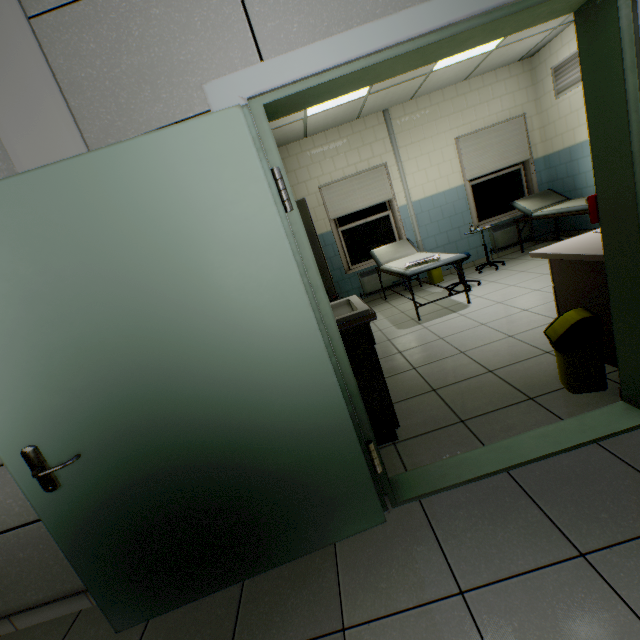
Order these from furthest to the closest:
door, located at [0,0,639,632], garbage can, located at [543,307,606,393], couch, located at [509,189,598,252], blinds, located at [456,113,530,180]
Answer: blinds, located at [456,113,530,180] < couch, located at [509,189,598,252] < garbage can, located at [543,307,606,393] < door, located at [0,0,639,632]

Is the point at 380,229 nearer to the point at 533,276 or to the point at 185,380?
the point at 533,276

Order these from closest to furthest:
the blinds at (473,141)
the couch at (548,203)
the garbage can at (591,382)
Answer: the garbage can at (591,382) < the couch at (548,203) < the blinds at (473,141)

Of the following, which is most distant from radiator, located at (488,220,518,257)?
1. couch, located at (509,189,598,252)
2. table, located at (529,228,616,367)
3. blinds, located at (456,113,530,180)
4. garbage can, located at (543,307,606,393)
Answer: garbage can, located at (543,307,606,393)

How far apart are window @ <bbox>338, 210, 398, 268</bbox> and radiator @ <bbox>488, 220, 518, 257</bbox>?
1.8m

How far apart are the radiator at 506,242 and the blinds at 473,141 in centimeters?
99cm

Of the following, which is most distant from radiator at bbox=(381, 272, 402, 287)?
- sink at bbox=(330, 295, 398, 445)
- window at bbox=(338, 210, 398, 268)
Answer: sink at bbox=(330, 295, 398, 445)

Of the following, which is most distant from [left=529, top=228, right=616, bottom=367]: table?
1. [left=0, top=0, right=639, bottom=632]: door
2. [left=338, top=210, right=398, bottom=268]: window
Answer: [left=338, top=210, right=398, bottom=268]: window
